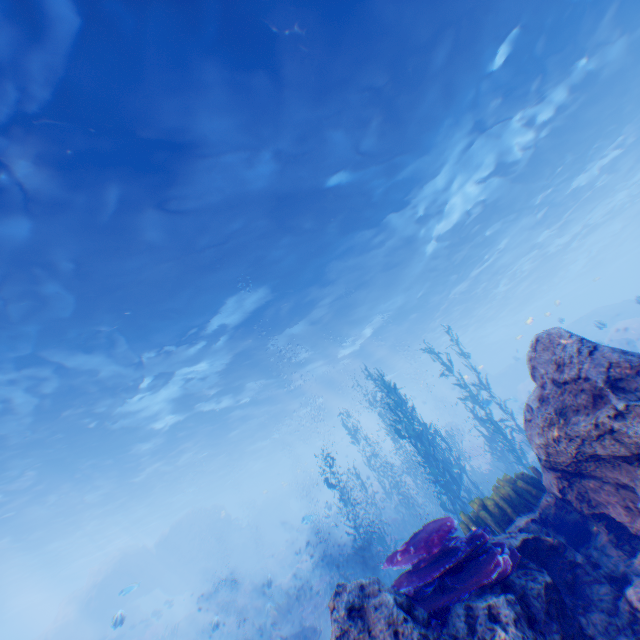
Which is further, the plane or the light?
the plane

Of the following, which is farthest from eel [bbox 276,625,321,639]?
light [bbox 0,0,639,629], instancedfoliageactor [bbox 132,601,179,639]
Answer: instancedfoliageactor [bbox 132,601,179,639]

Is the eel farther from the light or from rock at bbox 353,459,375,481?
the light

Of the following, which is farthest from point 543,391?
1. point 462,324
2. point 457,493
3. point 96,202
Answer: point 462,324

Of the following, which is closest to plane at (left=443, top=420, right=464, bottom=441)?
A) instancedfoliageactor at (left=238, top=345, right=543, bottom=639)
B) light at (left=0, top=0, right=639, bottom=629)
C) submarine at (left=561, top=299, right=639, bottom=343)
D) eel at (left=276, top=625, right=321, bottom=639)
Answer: submarine at (left=561, top=299, right=639, bottom=343)

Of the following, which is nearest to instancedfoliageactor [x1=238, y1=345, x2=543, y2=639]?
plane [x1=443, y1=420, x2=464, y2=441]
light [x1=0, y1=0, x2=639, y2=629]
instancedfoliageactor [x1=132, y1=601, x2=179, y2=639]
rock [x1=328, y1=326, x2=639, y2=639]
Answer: rock [x1=328, y1=326, x2=639, y2=639]

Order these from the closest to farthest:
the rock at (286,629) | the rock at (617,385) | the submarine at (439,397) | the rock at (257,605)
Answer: the rock at (617,385) → the rock at (286,629) → the rock at (257,605) → the submarine at (439,397)

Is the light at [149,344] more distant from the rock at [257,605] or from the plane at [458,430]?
the plane at [458,430]
